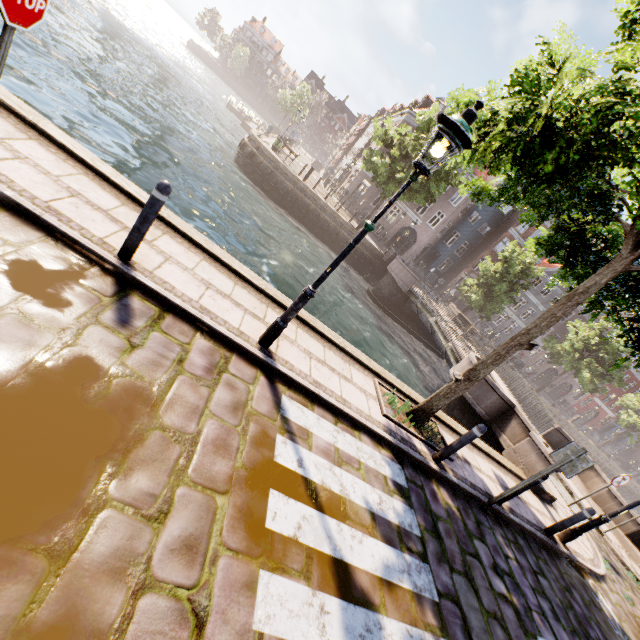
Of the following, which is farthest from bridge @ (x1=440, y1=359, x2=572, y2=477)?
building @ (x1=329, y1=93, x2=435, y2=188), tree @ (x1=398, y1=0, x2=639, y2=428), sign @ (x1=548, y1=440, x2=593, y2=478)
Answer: building @ (x1=329, y1=93, x2=435, y2=188)

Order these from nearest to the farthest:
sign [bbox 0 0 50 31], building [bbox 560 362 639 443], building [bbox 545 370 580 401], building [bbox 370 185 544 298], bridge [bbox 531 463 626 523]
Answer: sign [bbox 0 0 50 31], bridge [bbox 531 463 626 523], building [bbox 370 185 544 298], building [bbox 545 370 580 401], building [bbox 560 362 639 443]

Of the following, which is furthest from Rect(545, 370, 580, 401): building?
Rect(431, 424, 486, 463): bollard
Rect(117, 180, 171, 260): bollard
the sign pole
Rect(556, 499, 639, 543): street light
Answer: the sign pole

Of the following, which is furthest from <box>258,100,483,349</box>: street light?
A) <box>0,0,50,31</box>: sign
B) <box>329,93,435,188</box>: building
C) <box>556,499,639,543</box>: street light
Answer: <box>329,93,435,188</box>: building

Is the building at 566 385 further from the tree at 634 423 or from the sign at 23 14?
the sign at 23 14

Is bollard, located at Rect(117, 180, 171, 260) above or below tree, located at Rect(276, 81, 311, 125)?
below

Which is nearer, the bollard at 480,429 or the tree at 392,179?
the bollard at 480,429

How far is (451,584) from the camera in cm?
400
